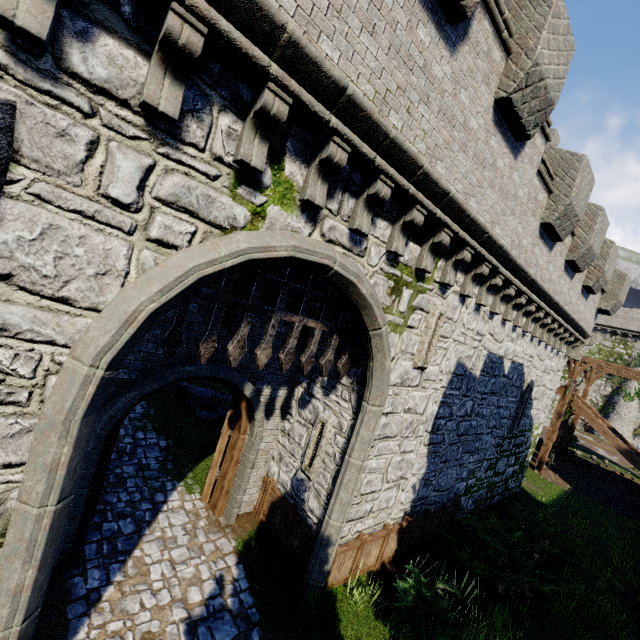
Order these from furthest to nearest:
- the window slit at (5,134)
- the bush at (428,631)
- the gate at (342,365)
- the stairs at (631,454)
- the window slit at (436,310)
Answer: the stairs at (631,454), the window slit at (436,310), the bush at (428,631), the gate at (342,365), the window slit at (5,134)

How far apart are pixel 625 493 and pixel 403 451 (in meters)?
22.13

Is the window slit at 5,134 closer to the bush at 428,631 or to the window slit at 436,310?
the window slit at 436,310

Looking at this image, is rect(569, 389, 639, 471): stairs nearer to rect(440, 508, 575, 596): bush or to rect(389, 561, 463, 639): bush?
rect(440, 508, 575, 596): bush

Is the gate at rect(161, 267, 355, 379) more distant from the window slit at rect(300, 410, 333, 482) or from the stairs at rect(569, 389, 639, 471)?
the stairs at rect(569, 389, 639, 471)

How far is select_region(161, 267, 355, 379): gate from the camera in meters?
4.5

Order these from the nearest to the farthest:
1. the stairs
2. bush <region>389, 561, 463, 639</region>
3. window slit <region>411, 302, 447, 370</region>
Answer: bush <region>389, 561, 463, 639</region>, window slit <region>411, 302, 447, 370</region>, the stairs

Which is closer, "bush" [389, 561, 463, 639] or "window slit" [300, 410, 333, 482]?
"bush" [389, 561, 463, 639]
